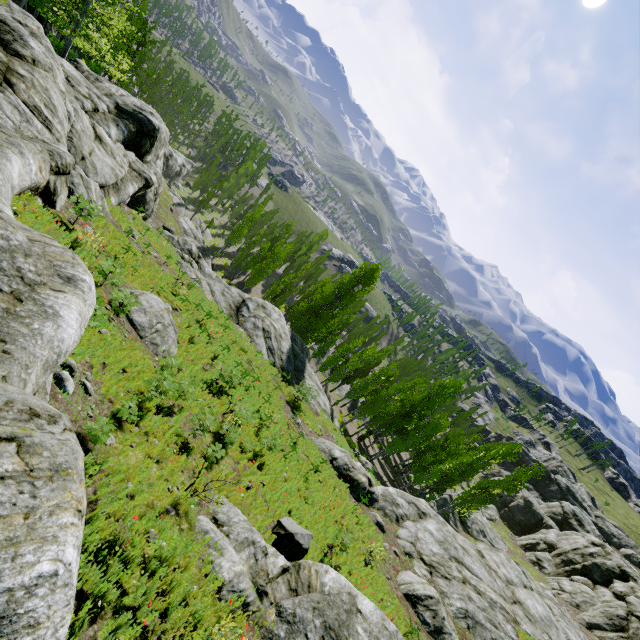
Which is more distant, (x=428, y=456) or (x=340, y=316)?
(x=340, y=316)

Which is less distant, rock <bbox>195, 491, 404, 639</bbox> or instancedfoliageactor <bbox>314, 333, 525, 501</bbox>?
rock <bbox>195, 491, 404, 639</bbox>

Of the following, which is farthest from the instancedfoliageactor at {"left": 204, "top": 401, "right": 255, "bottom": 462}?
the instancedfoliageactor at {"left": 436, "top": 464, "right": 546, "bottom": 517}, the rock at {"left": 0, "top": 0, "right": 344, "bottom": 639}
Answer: the instancedfoliageactor at {"left": 436, "top": 464, "right": 546, "bottom": 517}

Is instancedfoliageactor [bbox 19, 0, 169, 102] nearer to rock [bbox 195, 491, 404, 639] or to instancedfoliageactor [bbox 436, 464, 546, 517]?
rock [bbox 195, 491, 404, 639]

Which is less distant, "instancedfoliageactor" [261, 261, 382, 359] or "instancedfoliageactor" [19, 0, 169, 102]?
"instancedfoliageactor" [19, 0, 169, 102]

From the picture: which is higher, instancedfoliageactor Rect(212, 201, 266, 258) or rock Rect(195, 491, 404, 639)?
rock Rect(195, 491, 404, 639)

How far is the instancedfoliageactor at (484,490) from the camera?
29.47m

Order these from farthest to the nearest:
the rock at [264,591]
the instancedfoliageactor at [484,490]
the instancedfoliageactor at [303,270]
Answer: the instancedfoliageactor at [303,270], the instancedfoliageactor at [484,490], the rock at [264,591]
